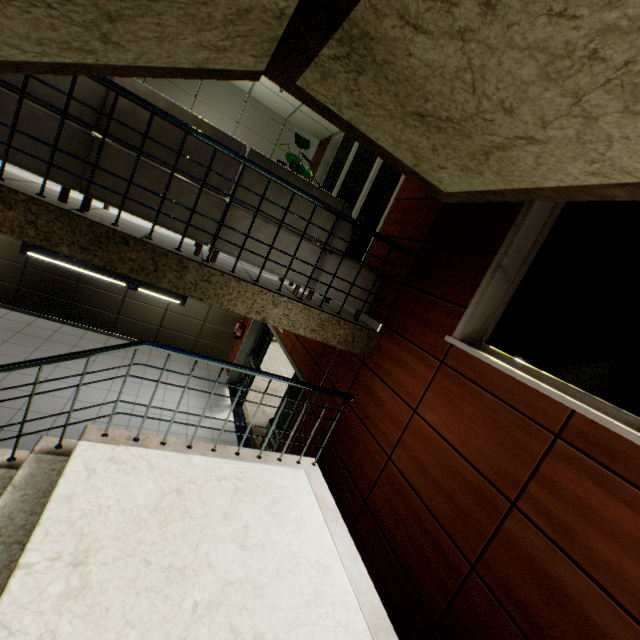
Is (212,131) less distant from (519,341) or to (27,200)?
(27,200)

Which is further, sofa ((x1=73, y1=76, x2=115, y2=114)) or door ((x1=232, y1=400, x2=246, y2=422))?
door ((x1=232, y1=400, x2=246, y2=422))

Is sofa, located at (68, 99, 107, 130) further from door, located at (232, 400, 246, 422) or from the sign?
the sign

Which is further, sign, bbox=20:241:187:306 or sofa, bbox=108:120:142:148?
sign, bbox=20:241:187:306

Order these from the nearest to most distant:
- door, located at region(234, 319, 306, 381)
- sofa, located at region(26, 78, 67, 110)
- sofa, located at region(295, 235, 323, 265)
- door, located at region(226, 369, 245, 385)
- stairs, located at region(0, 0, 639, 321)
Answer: stairs, located at region(0, 0, 639, 321) < sofa, located at region(26, 78, 67, 110) < sofa, located at region(295, 235, 323, 265) < door, located at region(234, 319, 306, 381) < door, located at region(226, 369, 245, 385)

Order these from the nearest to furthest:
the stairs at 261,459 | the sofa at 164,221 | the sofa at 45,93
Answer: the stairs at 261,459, the sofa at 45,93, the sofa at 164,221

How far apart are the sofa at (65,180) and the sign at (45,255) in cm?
492

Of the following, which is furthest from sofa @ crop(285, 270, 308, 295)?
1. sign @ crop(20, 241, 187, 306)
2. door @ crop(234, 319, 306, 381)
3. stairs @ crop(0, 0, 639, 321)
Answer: sign @ crop(20, 241, 187, 306)
